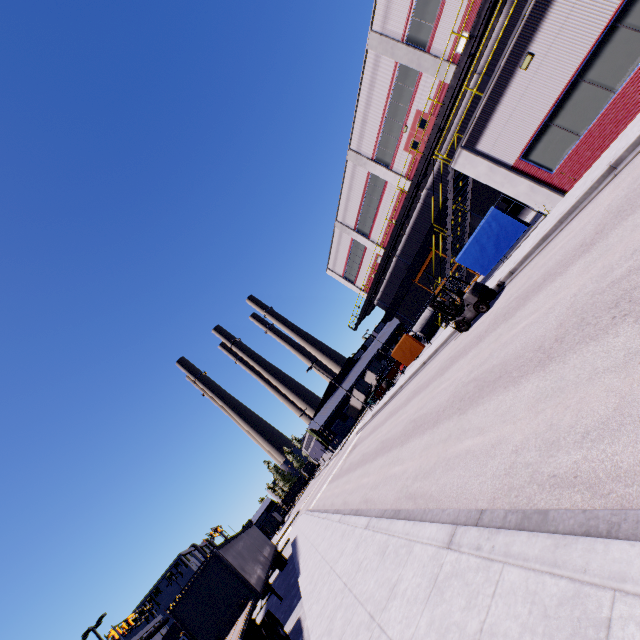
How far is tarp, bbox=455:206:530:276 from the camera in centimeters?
1570cm

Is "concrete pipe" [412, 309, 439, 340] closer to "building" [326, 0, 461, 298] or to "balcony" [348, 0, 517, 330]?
"building" [326, 0, 461, 298]

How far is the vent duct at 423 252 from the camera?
27.4 meters

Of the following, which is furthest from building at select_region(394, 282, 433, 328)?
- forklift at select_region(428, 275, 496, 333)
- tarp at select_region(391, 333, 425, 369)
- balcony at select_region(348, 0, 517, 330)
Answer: forklift at select_region(428, 275, 496, 333)

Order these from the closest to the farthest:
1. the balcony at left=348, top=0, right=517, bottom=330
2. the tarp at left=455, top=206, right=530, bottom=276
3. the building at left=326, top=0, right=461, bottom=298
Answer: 1. the balcony at left=348, top=0, right=517, bottom=330
2. the tarp at left=455, top=206, right=530, bottom=276
3. the building at left=326, top=0, right=461, bottom=298

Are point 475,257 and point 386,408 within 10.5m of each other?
no

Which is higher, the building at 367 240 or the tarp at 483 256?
the building at 367 240

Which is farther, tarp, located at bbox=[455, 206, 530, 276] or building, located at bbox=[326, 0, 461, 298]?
building, located at bbox=[326, 0, 461, 298]
